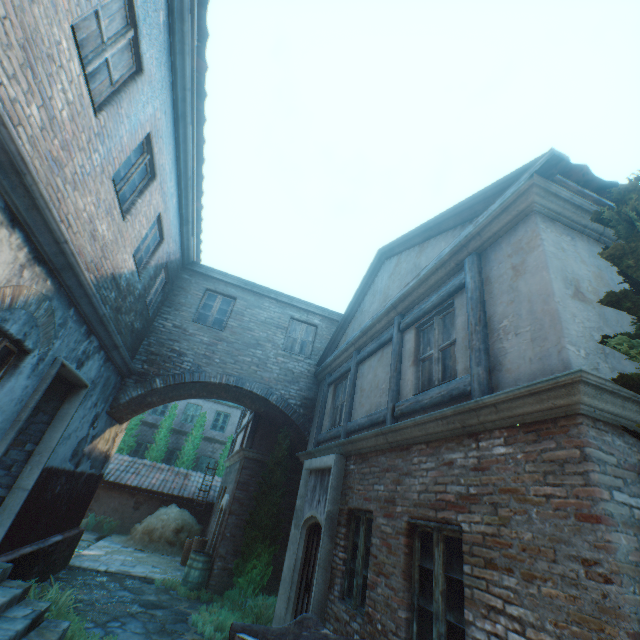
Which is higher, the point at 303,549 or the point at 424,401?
the point at 424,401

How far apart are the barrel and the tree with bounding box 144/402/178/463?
10.82m

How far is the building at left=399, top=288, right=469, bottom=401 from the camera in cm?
443

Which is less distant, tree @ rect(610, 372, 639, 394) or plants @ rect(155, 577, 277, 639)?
tree @ rect(610, 372, 639, 394)

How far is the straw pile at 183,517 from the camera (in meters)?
12.78

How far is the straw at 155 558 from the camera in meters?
10.2

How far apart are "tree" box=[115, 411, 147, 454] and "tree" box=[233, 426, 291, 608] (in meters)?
12.99

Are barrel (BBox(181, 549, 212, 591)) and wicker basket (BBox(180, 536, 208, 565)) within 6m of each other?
yes
